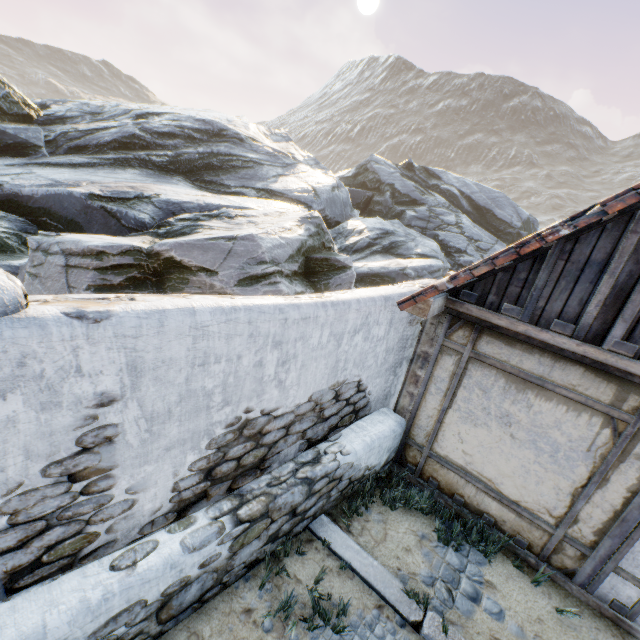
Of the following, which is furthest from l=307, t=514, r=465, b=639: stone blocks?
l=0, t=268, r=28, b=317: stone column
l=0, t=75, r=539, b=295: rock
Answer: l=0, t=268, r=28, b=317: stone column

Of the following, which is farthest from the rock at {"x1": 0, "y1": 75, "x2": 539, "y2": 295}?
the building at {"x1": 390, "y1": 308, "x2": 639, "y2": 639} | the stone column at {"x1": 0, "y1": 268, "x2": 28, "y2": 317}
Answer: the stone column at {"x1": 0, "y1": 268, "x2": 28, "y2": 317}

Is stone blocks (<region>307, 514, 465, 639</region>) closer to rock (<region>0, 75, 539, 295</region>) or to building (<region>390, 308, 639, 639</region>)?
rock (<region>0, 75, 539, 295</region>)

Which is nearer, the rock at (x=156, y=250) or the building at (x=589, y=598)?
the building at (x=589, y=598)

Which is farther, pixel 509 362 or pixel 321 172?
pixel 321 172

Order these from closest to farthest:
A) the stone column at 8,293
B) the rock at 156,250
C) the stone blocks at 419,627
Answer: the stone column at 8,293, the stone blocks at 419,627, the rock at 156,250

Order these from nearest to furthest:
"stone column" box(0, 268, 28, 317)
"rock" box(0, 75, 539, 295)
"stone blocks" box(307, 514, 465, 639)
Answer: "stone column" box(0, 268, 28, 317) → "stone blocks" box(307, 514, 465, 639) → "rock" box(0, 75, 539, 295)
